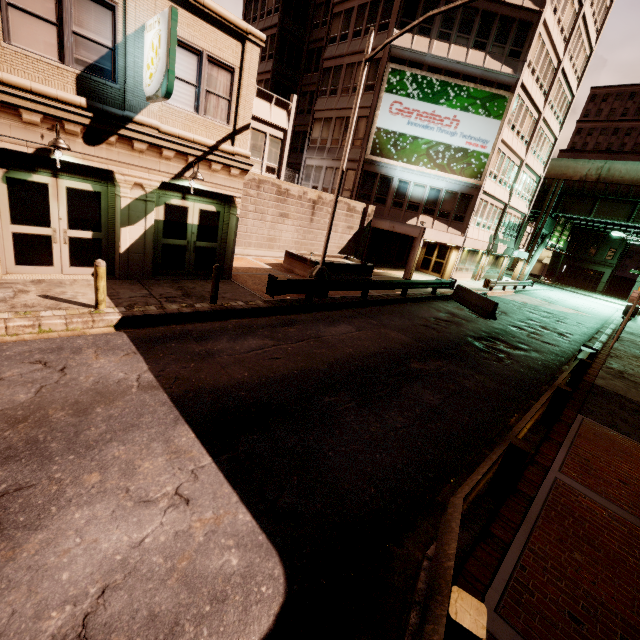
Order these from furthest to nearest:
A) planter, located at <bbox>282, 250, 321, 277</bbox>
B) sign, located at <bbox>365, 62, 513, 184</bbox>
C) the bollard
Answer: sign, located at <bbox>365, 62, 513, 184</bbox>
planter, located at <bbox>282, 250, 321, 277</bbox>
the bollard

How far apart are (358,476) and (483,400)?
4.8 meters

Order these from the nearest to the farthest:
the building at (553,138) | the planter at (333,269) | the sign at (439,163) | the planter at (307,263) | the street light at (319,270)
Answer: the street light at (319,270)
the planter at (307,263)
the planter at (333,269)
the building at (553,138)
the sign at (439,163)

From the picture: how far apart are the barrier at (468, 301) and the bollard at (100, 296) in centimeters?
1681cm

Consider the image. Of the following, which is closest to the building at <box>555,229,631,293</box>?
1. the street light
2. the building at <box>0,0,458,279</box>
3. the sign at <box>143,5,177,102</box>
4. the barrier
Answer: the building at <box>0,0,458,279</box>

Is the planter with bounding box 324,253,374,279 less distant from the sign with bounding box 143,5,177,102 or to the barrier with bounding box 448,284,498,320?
the barrier with bounding box 448,284,498,320

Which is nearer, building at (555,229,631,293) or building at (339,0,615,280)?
building at (339,0,615,280)

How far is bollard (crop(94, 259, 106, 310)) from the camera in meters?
7.6
